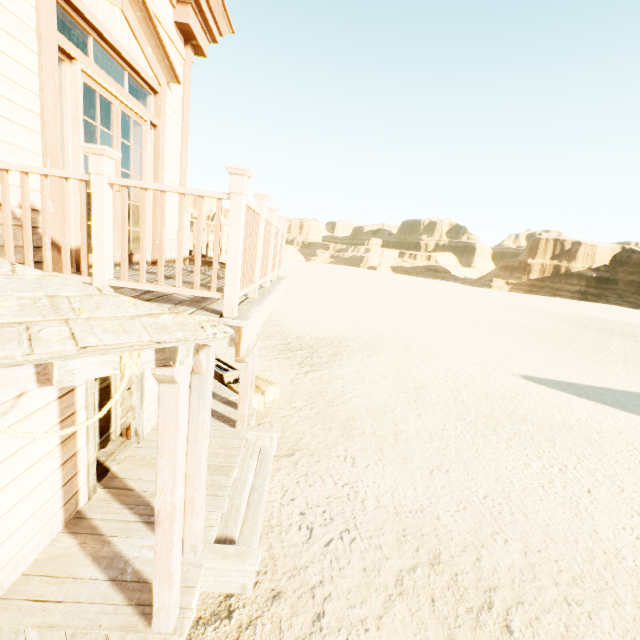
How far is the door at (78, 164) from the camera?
3.3 meters

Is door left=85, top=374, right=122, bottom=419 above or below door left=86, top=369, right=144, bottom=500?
above

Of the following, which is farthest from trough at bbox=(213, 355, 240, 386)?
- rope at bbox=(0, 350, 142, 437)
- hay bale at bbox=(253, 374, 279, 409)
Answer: rope at bbox=(0, 350, 142, 437)

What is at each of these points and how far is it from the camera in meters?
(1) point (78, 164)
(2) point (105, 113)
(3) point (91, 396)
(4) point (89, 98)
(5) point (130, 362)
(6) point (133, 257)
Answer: (1) door, 3.4 m
(2) building, 5.9 m
(3) door, 4.0 m
(4) building, 6.4 m
(5) rope, 2.1 m
(6) door, 4.7 m

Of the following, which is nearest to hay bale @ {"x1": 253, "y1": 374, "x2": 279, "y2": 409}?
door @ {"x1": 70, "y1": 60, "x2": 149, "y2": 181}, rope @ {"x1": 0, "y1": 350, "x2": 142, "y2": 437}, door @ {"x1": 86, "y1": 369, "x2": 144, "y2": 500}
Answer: door @ {"x1": 86, "y1": 369, "x2": 144, "y2": 500}

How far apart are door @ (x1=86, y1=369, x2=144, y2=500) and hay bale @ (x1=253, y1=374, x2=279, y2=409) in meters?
2.4

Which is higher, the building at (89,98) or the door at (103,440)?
the building at (89,98)

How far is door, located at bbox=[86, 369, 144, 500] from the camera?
4.2m
